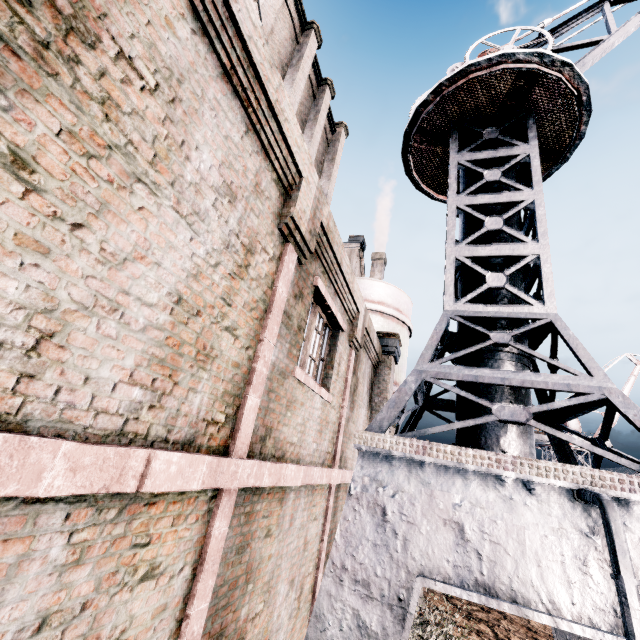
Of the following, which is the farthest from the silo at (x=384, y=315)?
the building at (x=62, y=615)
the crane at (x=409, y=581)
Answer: the crane at (x=409, y=581)

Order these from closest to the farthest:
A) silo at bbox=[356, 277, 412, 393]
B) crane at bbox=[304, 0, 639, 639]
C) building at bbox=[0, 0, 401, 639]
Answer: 1. building at bbox=[0, 0, 401, 639]
2. crane at bbox=[304, 0, 639, 639]
3. silo at bbox=[356, 277, 412, 393]

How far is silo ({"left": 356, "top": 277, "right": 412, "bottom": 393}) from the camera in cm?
1462

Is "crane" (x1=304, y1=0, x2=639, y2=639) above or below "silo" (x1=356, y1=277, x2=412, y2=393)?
below

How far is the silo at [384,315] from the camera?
14.6m

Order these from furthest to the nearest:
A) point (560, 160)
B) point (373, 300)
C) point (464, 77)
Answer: point (373, 300) < point (560, 160) < point (464, 77)

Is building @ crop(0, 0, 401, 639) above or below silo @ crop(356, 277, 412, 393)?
below

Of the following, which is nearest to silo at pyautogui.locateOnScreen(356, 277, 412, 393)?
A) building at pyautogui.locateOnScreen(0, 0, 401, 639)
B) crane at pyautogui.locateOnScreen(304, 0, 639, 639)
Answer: building at pyautogui.locateOnScreen(0, 0, 401, 639)
